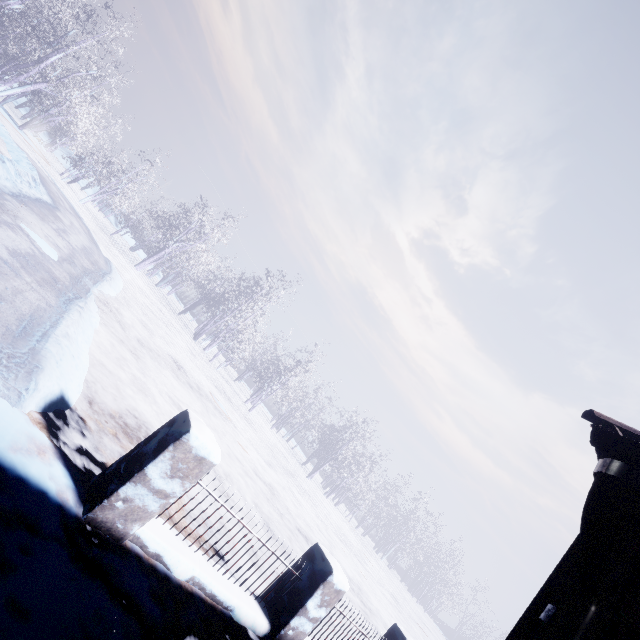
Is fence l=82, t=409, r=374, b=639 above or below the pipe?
below

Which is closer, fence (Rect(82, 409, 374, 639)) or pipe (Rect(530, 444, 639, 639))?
pipe (Rect(530, 444, 639, 639))

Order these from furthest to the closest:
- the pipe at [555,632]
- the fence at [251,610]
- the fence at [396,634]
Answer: the fence at [396,634] → the fence at [251,610] → the pipe at [555,632]

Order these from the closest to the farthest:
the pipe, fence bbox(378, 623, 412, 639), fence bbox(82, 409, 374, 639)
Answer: the pipe, fence bbox(82, 409, 374, 639), fence bbox(378, 623, 412, 639)

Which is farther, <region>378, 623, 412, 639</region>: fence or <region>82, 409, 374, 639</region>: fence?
<region>378, 623, 412, 639</region>: fence

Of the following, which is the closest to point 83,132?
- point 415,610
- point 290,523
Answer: point 290,523

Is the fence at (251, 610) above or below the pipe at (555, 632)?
below
